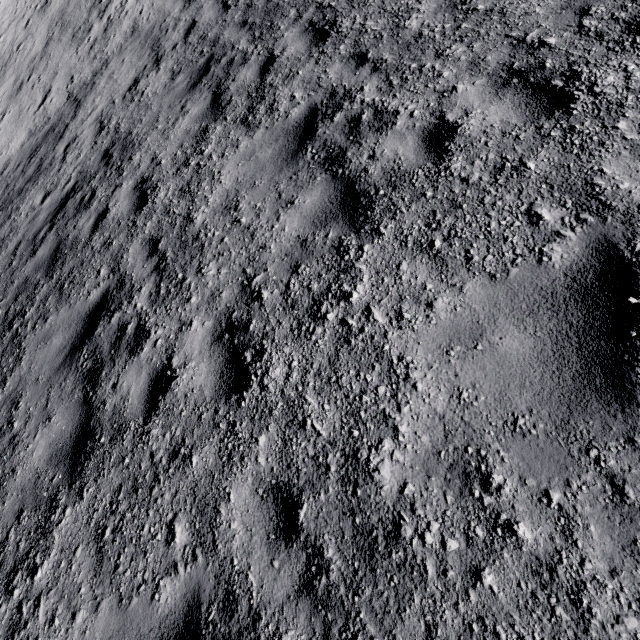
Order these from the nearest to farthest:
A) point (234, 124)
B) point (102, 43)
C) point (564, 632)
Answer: point (564, 632), point (234, 124), point (102, 43)
